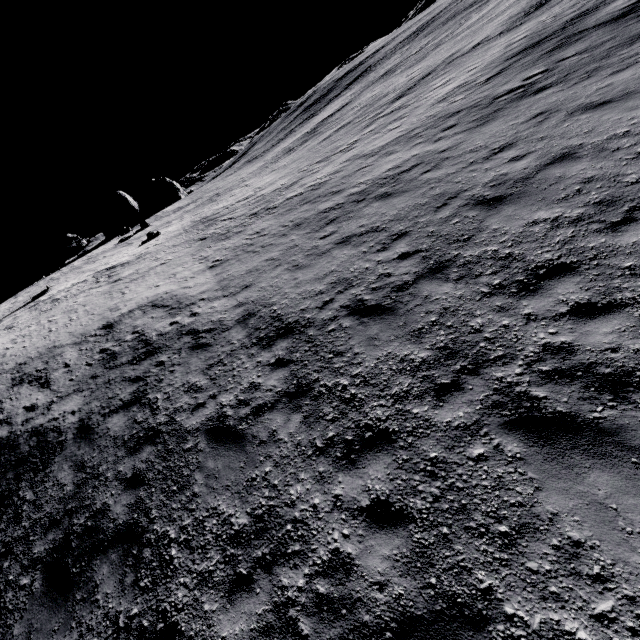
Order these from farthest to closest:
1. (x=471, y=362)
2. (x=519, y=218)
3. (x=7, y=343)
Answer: (x=7, y=343) < (x=519, y=218) < (x=471, y=362)

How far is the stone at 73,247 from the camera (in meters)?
35.69

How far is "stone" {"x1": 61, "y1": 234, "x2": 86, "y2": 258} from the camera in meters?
35.7 m
